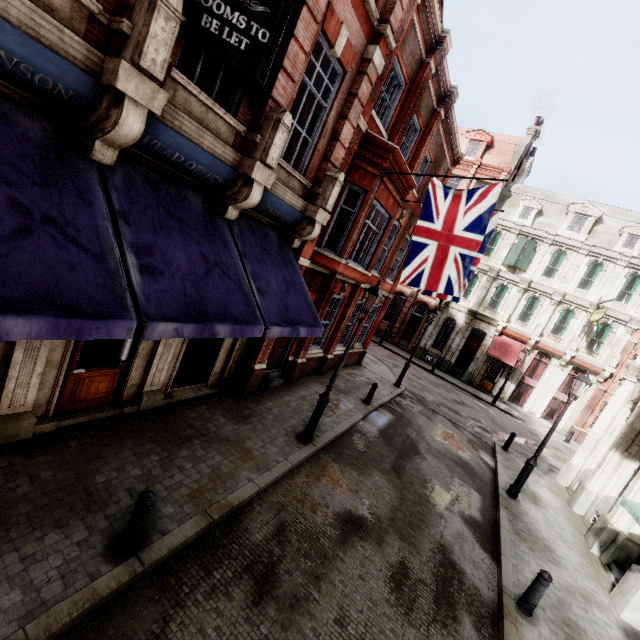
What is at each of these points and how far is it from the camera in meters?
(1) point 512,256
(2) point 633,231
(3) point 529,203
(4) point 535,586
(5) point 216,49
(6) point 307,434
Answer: (1) sign, 26.7
(2) roof window, 24.3
(3) roof window, 27.4
(4) post, 6.4
(5) sign, 4.6
(6) street light, 8.9

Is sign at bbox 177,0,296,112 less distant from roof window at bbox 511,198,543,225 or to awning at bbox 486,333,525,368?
awning at bbox 486,333,525,368

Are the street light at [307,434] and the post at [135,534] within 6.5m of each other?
yes

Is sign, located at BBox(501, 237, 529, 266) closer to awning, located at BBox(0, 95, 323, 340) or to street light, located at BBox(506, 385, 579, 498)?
street light, located at BBox(506, 385, 579, 498)

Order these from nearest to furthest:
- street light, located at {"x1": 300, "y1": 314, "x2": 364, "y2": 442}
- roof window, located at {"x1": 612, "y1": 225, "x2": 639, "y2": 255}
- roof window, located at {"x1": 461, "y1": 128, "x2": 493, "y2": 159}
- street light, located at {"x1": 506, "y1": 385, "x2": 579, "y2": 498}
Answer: street light, located at {"x1": 300, "y1": 314, "x2": 364, "y2": 442}, street light, located at {"x1": 506, "y1": 385, "x2": 579, "y2": 498}, roof window, located at {"x1": 612, "y1": 225, "x2": 639, "y2": 255}, roof window, located at {"x1": 461, "y1": 128, "x2": 493, "y2": 159}

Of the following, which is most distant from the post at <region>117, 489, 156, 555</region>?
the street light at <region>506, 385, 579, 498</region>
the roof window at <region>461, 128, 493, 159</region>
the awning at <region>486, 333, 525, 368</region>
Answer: the roof window at <region>461, 128, 493, 159</region>

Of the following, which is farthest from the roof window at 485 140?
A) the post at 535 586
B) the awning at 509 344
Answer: the post at 535 586

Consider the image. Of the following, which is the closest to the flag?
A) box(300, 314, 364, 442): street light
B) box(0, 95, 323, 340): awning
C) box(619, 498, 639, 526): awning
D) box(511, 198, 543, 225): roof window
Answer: box(300, 314, 364, 442): street light
